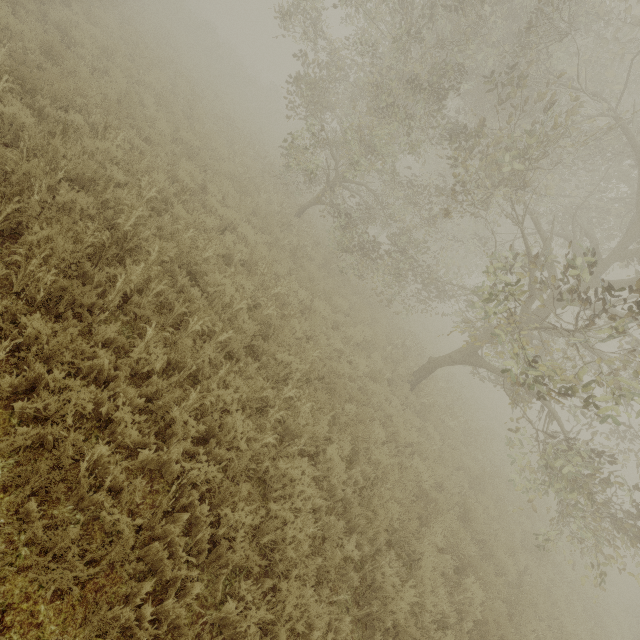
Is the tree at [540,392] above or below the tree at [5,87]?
above

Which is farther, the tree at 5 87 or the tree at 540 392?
the tree at 540 392

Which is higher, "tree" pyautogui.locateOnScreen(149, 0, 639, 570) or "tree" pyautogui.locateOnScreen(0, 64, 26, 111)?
"tree" pyautogui.locateOnScreen(149, 0, 639, 570)

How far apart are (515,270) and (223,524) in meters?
33.3

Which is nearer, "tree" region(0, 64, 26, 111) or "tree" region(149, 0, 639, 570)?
"tree" region(0, 64, 26, 111)
